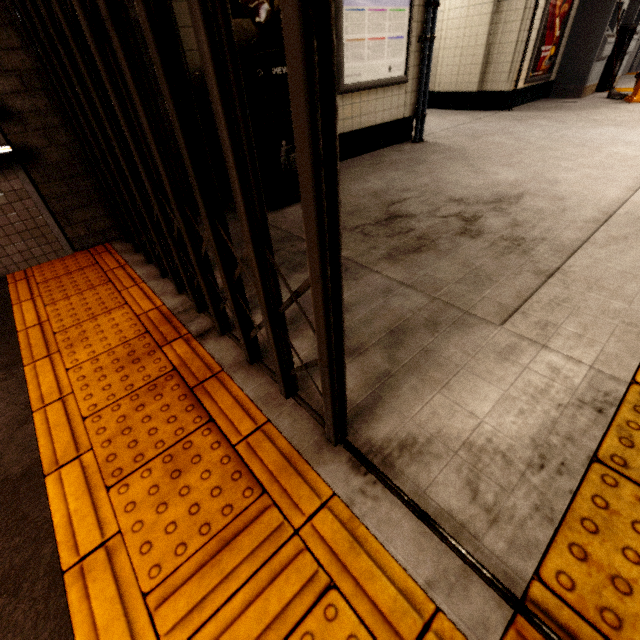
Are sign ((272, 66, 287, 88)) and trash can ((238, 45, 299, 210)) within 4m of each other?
yes

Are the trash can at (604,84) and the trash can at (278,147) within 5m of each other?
no

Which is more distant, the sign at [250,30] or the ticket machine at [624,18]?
the ticket machine at [624,18]

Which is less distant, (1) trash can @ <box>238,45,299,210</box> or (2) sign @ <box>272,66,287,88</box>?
(1) trash can @ <box>238,45,299,210</box>

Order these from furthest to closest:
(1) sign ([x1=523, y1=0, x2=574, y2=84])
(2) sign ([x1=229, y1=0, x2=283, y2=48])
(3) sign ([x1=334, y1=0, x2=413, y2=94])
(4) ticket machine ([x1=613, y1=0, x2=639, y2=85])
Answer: (4) ticket machine ([x1=613, y1=0, x2=639, y2=85]) < (1) sign ([x1=523, y1=0, x2=574, y2=84]) < (3) sign ([x1=334, y1=0, x2=413, y2=94]) < (2) sign ([x1=229, y1=0, x2=283, y2=48])

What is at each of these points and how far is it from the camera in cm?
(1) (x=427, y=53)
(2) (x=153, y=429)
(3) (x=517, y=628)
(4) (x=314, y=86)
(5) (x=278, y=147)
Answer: (1) electrical conduit, 420
(2) groundtactileadastrip, 126
(3) groundtactileadastrip, 76
(4) gate, 50
(5) trash can, 279

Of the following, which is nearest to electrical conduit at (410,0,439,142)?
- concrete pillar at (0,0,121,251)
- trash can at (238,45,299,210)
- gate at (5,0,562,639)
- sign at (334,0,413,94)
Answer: sign at (334,0,413,94)

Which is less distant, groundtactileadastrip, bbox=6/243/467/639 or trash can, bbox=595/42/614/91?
groundtactileadastrip, bbox=6/243/467/639
